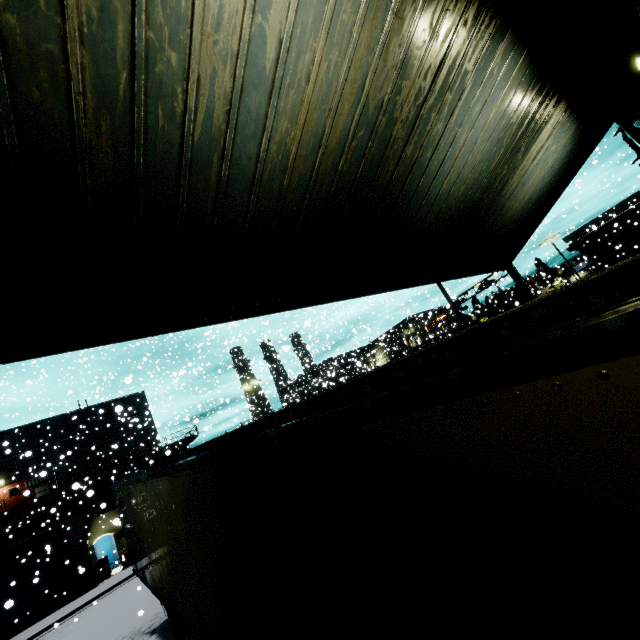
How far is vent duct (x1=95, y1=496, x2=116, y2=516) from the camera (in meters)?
7.79

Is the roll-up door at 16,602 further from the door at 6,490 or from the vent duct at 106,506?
the door at 6,490

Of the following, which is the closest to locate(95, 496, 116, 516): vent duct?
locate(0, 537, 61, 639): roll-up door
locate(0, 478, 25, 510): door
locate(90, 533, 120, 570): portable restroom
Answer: locate(90, 533, 120, 570): portable restroom

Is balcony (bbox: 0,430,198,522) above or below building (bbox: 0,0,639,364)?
above

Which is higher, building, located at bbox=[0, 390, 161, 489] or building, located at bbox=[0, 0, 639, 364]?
building, located at bbox=[0, 390, 161, 489]

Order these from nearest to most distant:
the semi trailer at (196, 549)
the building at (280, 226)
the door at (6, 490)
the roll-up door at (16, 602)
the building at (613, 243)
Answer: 1. the semi trailer at (196, 549)
2. the building at (280, 226)
3. the roll-up door at (16, 602)
4. the door at (6, 490)
5. the building at (613, 243)

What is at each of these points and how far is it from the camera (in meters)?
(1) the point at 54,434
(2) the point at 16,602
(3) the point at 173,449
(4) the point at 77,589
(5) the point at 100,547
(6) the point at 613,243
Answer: (1) building, 30.86
(2) roll-up door, 20.20
(3) balcony, 37.06
(4) building, 21.61
(5) portable restroom, 27.59
(6) building, 46.88

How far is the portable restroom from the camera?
27.38m
